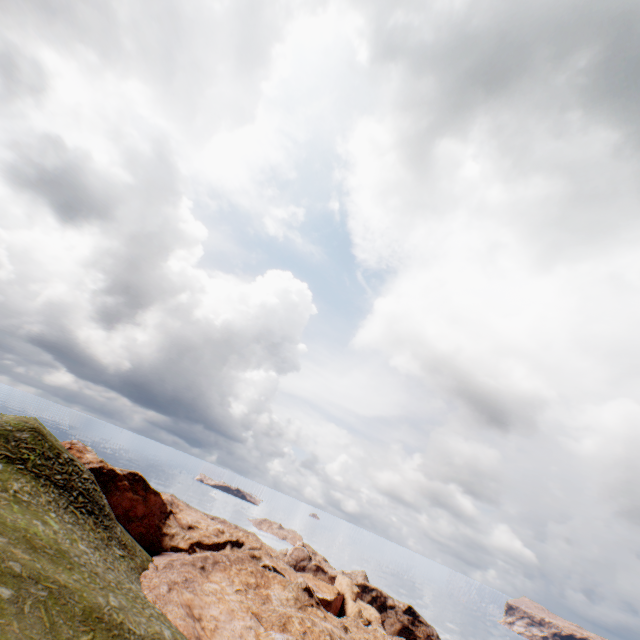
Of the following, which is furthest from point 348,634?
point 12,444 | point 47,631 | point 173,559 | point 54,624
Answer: point 12,444
